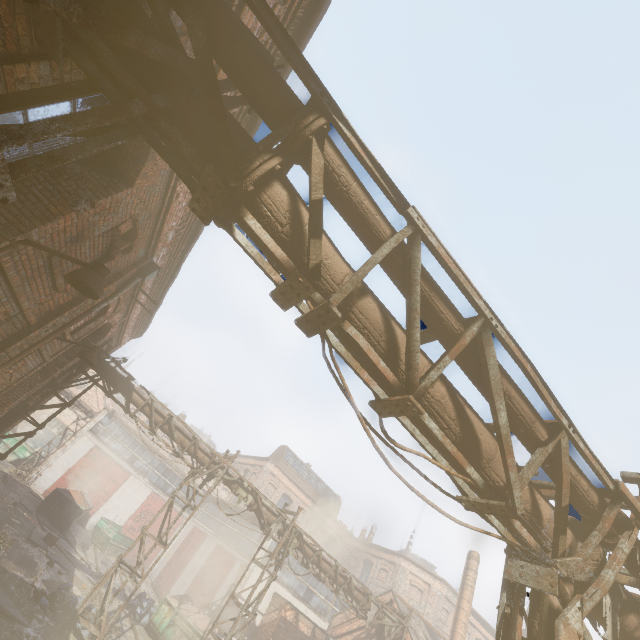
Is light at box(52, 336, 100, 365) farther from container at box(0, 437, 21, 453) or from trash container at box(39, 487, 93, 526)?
container at box(0, 437, 21, 453)

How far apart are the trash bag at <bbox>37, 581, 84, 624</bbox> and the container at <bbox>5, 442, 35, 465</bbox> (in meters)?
20.11

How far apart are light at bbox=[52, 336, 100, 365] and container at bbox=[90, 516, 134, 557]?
20.96m

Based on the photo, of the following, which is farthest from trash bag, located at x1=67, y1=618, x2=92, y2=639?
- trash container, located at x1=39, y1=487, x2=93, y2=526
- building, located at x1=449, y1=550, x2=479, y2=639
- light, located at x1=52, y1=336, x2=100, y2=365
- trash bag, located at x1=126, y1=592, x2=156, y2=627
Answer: building, located at x1=449, y1=550, x2=479, y2=639

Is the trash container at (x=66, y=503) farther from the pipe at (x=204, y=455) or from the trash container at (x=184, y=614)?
the pipe at (x=204, y=455)

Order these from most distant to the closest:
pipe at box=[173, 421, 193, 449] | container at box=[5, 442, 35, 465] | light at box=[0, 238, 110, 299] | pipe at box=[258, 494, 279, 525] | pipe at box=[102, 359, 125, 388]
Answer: container at box=[5, 442, 35, 465]
pipe at box=[258, 494, 279, 525]
pipe at box=[173, 421, 193, 449]
pipe at box=[102, 359, 125, 388]
light at box=[0, 238, 110, 299]

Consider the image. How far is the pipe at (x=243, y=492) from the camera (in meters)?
13.06

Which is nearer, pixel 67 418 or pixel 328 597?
pixel 328 597
